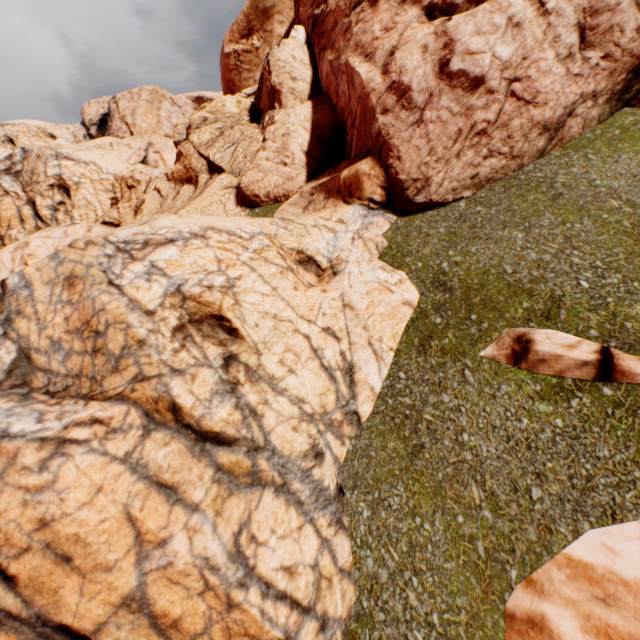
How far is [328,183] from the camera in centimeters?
593cm

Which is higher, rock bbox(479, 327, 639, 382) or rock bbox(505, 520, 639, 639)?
rock bbox(479, 327, 639, 382)

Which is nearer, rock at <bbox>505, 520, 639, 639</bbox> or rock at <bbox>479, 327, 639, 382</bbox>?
rock at <bbox>505, 520, 639, 639</bbox>

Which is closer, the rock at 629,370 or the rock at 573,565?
the rock at 573,565

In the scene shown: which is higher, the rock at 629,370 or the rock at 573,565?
the rock at 629,370
